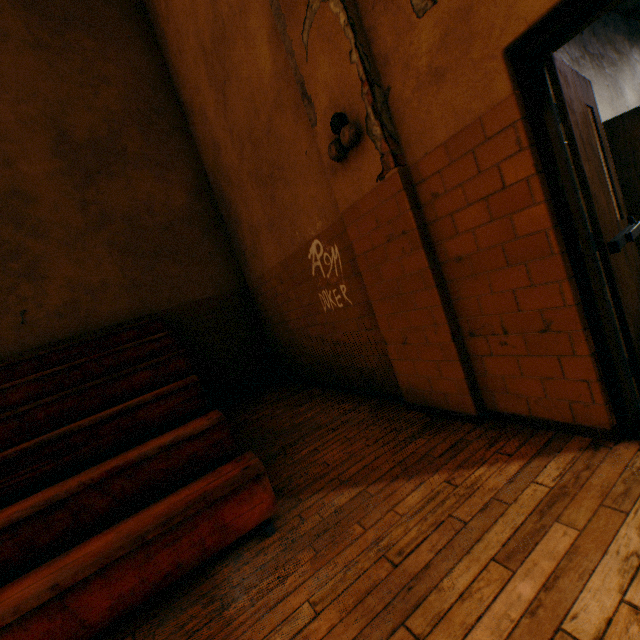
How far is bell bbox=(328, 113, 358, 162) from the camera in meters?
2.4

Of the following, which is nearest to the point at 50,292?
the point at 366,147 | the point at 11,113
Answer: the point at 11,113

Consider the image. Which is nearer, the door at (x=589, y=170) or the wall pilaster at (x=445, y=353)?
the door at (x=589, y=170)

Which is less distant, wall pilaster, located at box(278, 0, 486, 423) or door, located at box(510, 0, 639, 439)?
door, located at box(510, 0, 639, 439)

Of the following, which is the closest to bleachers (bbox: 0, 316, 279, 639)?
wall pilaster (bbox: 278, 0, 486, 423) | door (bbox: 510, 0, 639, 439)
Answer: wall pilaster (bbox: 278, 0, 486, 423)

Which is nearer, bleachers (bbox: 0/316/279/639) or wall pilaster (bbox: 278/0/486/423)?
bleachers (bbox: 0/316/279/639)

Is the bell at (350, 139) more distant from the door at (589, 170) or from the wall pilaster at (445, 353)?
the door at (589, 170)

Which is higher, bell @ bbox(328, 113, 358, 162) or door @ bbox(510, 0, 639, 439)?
bell @ bbox(328, 113, 358, 162)
